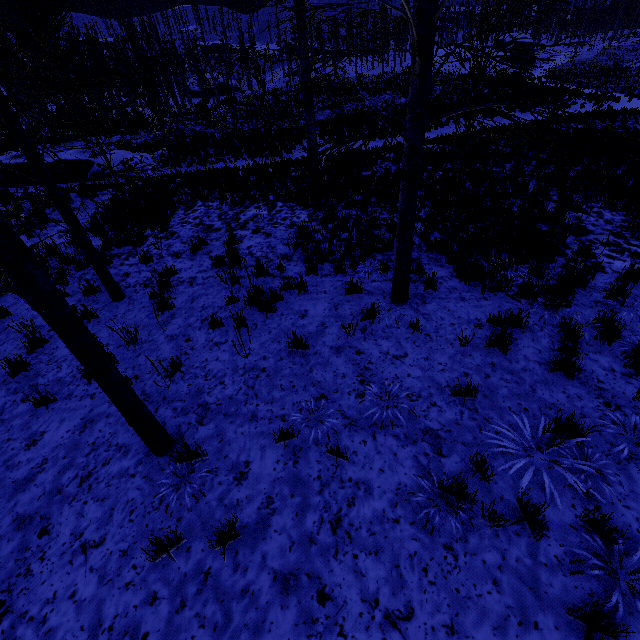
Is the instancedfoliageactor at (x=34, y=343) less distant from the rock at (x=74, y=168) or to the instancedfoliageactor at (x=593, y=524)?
the instancedfoliageactor at (x=593, y=524)

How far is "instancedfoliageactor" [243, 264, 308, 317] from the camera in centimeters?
591cm

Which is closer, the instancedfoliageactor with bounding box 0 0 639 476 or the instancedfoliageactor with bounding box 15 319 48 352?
the instancedfoliageactor with bounding box 0 0 639 476

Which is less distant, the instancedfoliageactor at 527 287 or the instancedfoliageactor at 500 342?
the instancedfoliageactor at 500 342

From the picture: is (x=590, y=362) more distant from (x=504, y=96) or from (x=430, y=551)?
(x=504, y=96)

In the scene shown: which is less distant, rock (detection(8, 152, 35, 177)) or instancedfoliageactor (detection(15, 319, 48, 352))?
instancedfoliageactor (detection(15, 319, 48, 352))

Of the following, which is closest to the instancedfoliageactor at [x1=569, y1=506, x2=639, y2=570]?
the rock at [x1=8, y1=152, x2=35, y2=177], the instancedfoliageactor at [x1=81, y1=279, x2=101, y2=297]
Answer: the instancedfoliageactor at [x1=81, y1=279, x2=101, y2=297]
